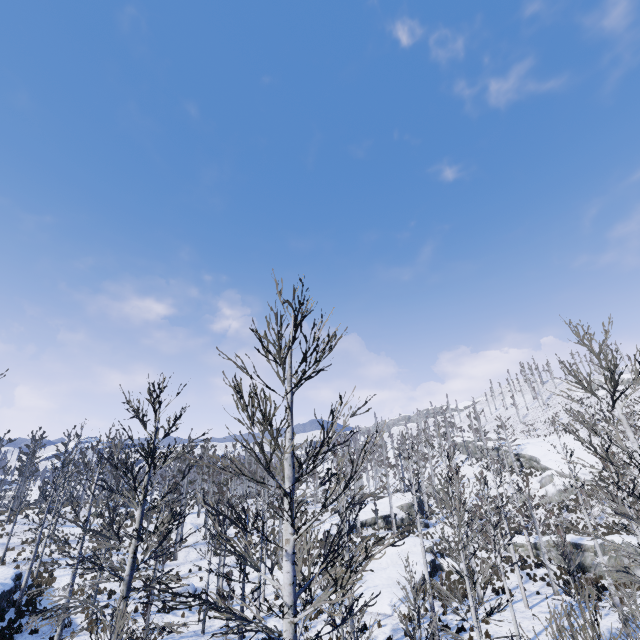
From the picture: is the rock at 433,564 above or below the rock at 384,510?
below

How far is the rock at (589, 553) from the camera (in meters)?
22.71

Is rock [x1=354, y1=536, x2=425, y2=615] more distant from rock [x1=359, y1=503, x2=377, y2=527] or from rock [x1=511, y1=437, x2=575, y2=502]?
rock [x1=511, y1=437, x2=575, y2=502]

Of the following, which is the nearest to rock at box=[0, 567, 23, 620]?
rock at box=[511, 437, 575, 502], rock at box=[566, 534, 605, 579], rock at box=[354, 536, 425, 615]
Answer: rock at box=[354, 536, 425, 615]

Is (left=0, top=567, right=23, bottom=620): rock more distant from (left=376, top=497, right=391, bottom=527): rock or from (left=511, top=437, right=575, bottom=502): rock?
(left=511, top=437, right=575, bottom=502): rock

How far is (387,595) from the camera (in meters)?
21.16

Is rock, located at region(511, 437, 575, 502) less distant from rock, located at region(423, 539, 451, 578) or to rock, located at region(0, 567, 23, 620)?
rock, located at region(423, 539, 451, 578)

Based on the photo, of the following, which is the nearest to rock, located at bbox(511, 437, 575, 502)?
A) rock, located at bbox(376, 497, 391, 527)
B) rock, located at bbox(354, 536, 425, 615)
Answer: rock, located at bbox(376, 497, 391, 527)
